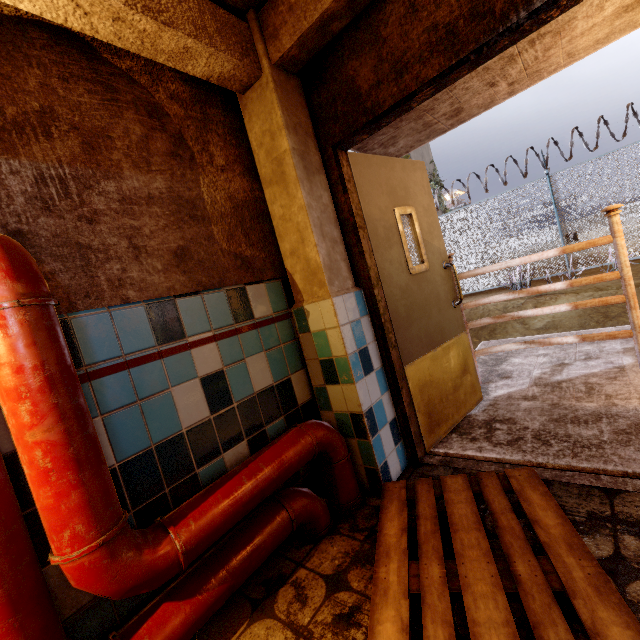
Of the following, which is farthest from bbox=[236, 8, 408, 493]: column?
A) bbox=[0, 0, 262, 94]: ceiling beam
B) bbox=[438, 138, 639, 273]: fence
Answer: bbox=[438, 138, 639, 273]: fence

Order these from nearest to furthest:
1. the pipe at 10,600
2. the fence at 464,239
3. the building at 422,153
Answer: the pipe at 10,600 < the fence at 464,239 < the building at 422,153

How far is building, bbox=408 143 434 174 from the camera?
18.33m

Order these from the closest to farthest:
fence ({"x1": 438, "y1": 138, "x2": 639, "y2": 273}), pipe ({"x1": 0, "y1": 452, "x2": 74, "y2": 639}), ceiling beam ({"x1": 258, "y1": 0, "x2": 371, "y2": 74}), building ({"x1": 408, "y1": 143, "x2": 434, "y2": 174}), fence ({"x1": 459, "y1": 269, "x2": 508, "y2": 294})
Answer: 1. pipe ({"x1": 0, "y1": 452, "x2": 74, "y2": 639})
2. ceiling beam ({"x1": 258, "y1": 0, "x2": 371, "y2": 74})
3. fence ({"x1": 438, "y1": 138, "x2": 639, "y2": 273})
4. fence ({"x1": 459, "y1": 269, "x2": 508, "y2": 294})
5. building ({"x1": 408, "y1": 143, "x2": 434, "y2": 174})

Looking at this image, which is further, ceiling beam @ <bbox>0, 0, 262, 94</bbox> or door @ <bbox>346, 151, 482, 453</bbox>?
door @ <bbox>346, 151, 482, 453</bbox>

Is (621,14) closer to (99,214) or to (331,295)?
(331,295)

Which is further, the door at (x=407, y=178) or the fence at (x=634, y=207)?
the fence at (x=634, y=207)

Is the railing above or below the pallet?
above
